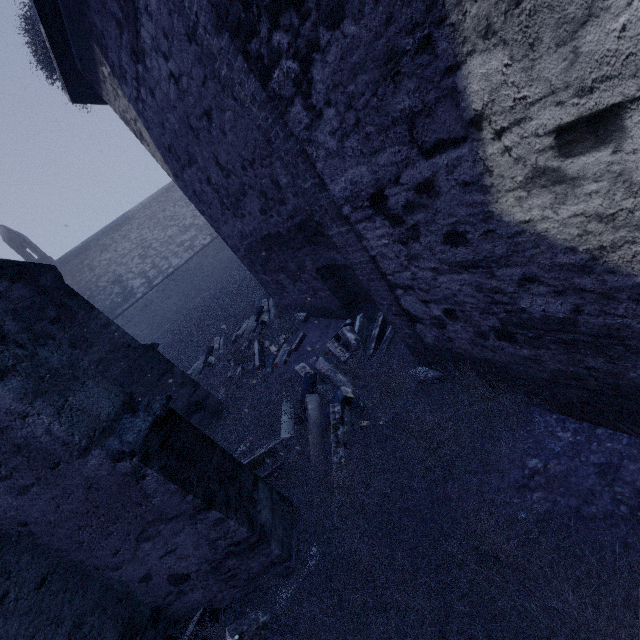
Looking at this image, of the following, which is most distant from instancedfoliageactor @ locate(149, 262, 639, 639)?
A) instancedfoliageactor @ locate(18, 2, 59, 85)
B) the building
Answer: instancedfoliageactor @ locate(18, 2, 59, 85)

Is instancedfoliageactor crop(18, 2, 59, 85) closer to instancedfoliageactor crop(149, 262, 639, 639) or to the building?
the building

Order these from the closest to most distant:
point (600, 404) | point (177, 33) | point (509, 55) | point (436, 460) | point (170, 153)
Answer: point (509, 55), point (600, 404), point (436, 460), point (177, 33), point (170, 153)

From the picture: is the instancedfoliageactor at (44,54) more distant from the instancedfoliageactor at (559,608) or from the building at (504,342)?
the instancedfoliageactor at (559,608)

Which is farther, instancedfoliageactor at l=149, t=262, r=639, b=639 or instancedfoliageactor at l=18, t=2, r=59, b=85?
instancedfoliageactor at l=18, t=2, r=59, b=85

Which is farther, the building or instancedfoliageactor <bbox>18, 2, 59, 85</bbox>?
instancedfoliageactor <bbox>18, 2, 59, 85</bbox>
